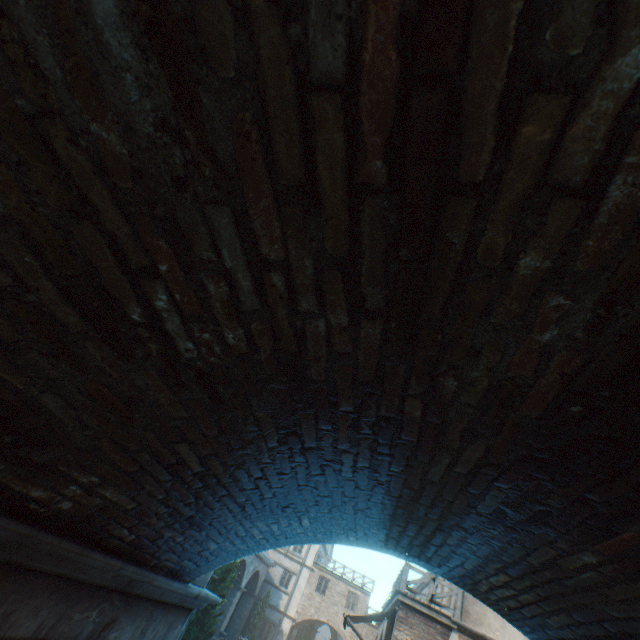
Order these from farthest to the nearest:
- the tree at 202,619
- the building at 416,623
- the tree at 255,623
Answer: the tree at 255,623 < the tree at 202,619 < the building at 416,623

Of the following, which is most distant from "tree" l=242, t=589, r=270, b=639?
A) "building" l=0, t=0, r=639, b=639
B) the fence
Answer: the fence

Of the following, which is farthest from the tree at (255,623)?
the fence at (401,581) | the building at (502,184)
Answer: the fence at (401,581)

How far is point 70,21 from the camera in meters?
0.8 m

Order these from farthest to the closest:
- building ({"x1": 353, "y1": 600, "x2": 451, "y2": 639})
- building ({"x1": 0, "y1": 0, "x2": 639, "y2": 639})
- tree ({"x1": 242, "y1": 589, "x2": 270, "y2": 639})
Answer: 1. tree ({"x1": 242, "y1": 589, "x2": 270, "y2": 639})
2. building ({"x1": 353, "y1": 600, "x2": 451, "y2": 639})
3. building ({"x1": 0, "y1": 0, "x2": 639, "y2": 639})

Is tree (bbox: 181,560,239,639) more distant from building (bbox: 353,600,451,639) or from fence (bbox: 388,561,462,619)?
fence (bbox: 388,561,462,619)

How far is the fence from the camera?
12.0 meters
